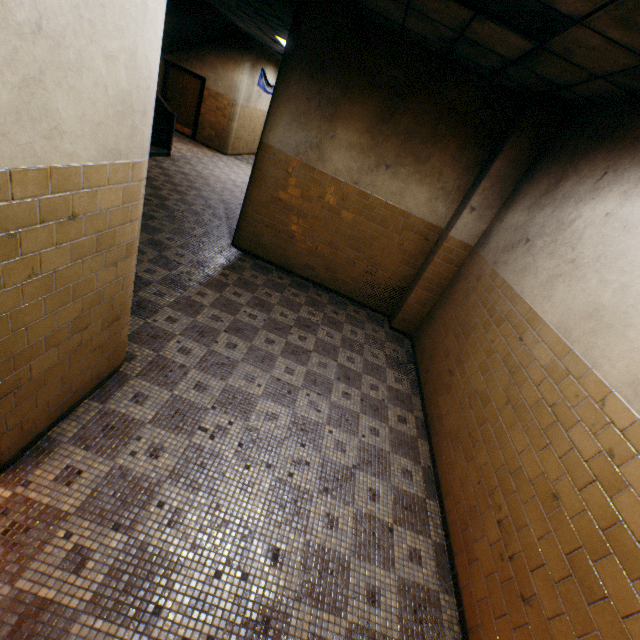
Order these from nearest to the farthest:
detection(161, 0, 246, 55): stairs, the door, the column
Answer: the column, detection(161, 0, 246, 55): stairs, the door

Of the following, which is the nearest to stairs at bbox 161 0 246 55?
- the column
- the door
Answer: the door

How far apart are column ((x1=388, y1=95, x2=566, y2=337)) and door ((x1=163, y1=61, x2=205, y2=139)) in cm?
1183

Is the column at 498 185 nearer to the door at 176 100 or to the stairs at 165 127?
the stairs at 165 127

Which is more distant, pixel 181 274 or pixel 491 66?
pixel 181 274

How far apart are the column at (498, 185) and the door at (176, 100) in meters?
11.8

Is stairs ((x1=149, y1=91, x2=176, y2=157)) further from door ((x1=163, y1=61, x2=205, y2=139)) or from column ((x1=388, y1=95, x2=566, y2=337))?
column ((x1=388, y1=95, x2=566, y2=337))

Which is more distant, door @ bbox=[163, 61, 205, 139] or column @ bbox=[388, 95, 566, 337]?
door @ bbox=[163, 61, 205, 139]
